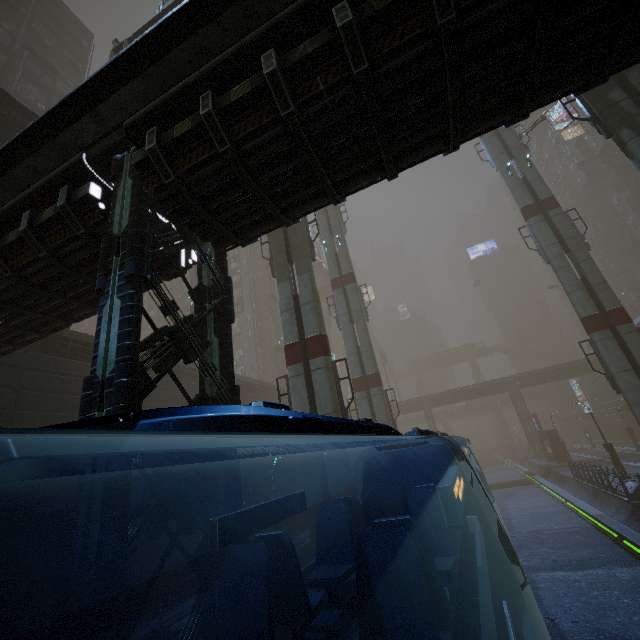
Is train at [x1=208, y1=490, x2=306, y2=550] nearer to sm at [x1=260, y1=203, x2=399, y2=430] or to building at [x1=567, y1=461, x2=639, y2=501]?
building at [x1=567, y1=461, x2=639, y2=501]

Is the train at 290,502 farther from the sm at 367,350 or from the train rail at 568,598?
the sm at 367,350

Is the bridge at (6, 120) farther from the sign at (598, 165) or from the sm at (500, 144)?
the sign at (598, 165)

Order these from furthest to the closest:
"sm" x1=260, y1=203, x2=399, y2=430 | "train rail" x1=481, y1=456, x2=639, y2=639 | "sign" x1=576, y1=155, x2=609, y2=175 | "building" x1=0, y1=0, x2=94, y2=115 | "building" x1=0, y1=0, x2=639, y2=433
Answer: "sign" x1=576, y1=155, x2=609, y2=175 → "building" x1=0, y1=0, x2=94, y2=115 → "sm" x1=260, y1=203, x2=399, y2=430 → "train rail" x1=481, y1=456, x2=639, y2=639 → "building" x1=0, y1=0, x2=639, y2=433

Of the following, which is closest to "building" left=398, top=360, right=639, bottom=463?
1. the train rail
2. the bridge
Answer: the train rail

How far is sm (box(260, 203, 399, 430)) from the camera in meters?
14.4

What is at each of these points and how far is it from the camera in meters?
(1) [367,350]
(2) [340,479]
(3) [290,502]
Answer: (1) sm, 24.9
(2) sm, 12.7
(3) train, 4.3
